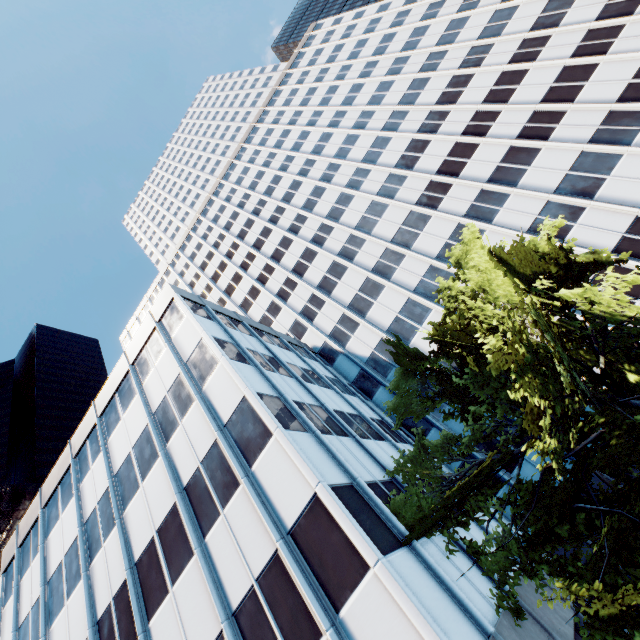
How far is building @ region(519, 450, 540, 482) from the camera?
19.96m

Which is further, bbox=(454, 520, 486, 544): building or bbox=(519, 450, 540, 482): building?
bbox=(519, 450, 540, 482): building

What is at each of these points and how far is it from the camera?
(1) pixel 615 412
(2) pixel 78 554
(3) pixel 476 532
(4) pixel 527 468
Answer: (1) tree, 10.52m
(2) building, 18.33m
(3) building, 15.24m
(4) building, 20.30m

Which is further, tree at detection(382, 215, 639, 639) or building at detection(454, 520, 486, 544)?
building at detection(454, 520, 486, 544)

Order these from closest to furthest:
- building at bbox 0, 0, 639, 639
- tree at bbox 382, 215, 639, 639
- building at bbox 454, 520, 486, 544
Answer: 1. tree at bbox 382, 215, 639, 639
2. building at bbox 0, 0, 639, 639
3. building at bbox 454, 520, 486, 544

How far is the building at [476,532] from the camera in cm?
1418
